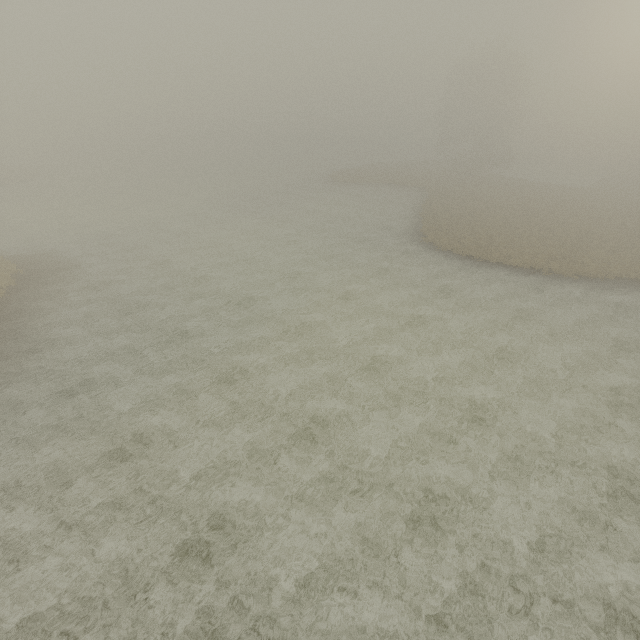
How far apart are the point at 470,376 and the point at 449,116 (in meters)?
50.64
